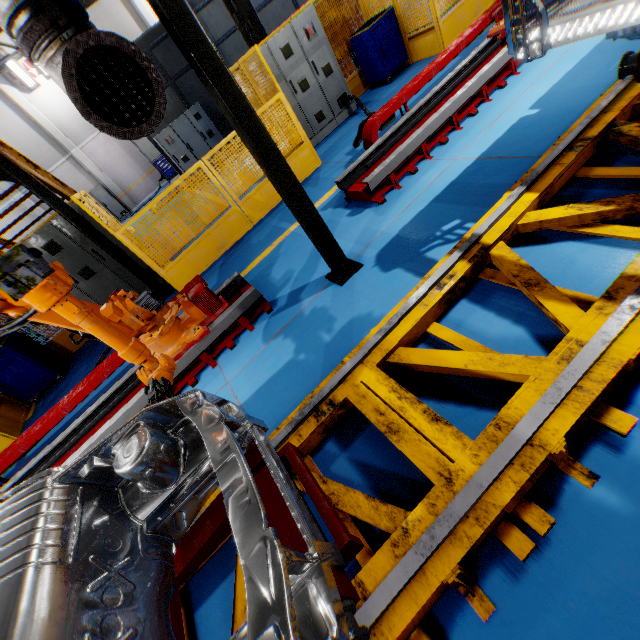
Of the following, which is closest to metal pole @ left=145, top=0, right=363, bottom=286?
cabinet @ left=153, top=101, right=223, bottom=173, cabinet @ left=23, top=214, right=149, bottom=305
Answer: cabinet @ left=23, top=214, right=149, bottom=305

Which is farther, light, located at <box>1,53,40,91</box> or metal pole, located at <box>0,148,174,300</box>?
light, located at <box>1,53,40,91</box>

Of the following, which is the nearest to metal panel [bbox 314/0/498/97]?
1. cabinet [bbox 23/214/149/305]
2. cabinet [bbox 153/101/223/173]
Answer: cabinet [bbox 23/214/149/305]

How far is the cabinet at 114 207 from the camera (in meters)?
18.91

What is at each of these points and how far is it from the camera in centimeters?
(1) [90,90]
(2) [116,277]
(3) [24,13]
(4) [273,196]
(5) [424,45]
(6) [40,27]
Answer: (1) pipe cover, 209cm
(2) cabinet, 686cm
(3) vent pipe, 206cm
(4) metal panel, 664cm
(5) metal panel, 758cm
(6) vent pipe clamp, 209cm

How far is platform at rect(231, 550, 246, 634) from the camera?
1.87m

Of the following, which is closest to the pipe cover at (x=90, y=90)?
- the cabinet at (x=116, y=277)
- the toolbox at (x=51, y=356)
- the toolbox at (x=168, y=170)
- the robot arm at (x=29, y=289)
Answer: the robot arm at (x=29, y=289)

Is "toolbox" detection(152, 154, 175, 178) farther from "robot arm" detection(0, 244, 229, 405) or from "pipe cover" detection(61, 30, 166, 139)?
"pipe cover" detection(61, 30, 166, 139)
